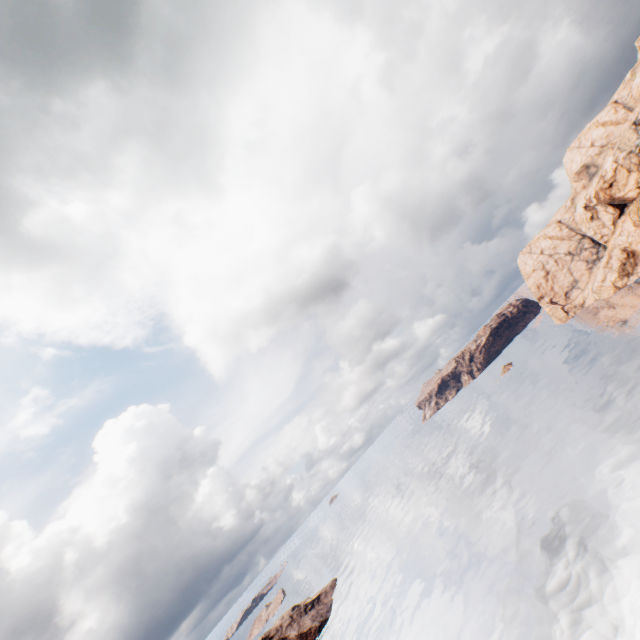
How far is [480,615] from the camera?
44.0m
